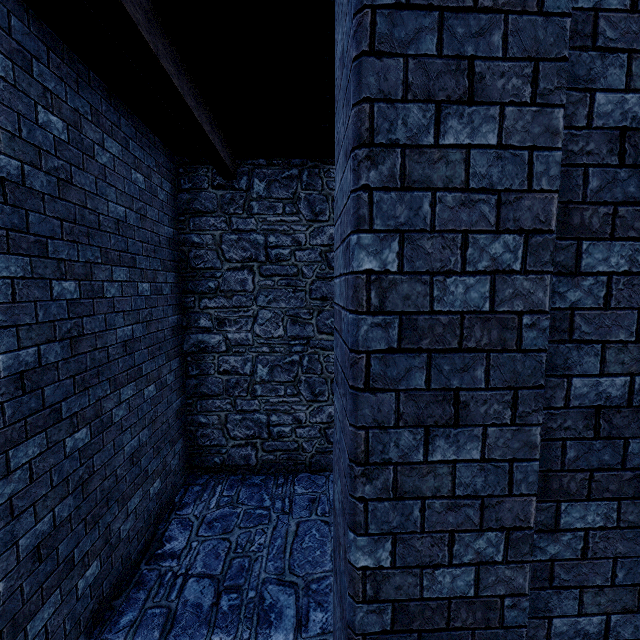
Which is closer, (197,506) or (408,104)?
(408,104)
